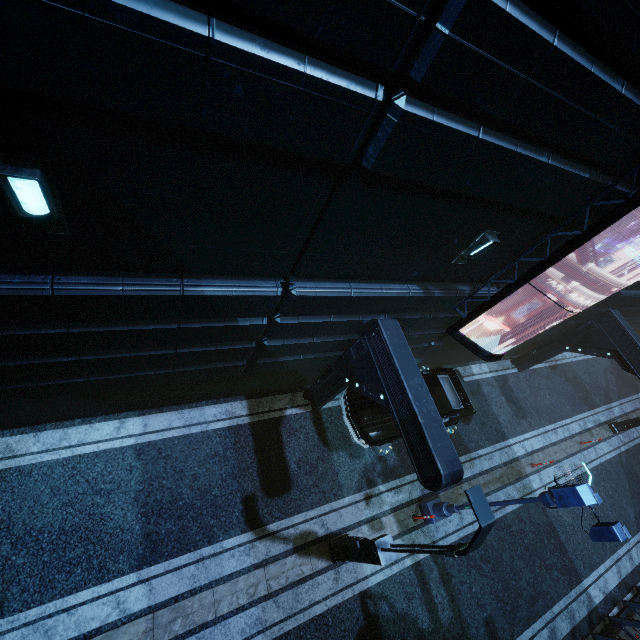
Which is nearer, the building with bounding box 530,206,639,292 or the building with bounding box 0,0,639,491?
the building with bounding box 0,0,639,491

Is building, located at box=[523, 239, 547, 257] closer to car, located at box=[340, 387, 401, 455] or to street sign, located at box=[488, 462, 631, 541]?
car, located at box=[340, 387, 401, 455]

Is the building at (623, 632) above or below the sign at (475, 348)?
below

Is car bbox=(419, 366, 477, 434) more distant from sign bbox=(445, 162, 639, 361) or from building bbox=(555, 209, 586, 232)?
sign bbox=(445, 162, 639, 361)

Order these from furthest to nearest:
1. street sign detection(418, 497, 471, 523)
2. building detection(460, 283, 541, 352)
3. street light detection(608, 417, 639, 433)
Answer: street light detection(608, 417, 639, 433)
street sign detection(418, 497, 471, 523)
building detection(460, 283, 541, 352)

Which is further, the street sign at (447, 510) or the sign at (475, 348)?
the street sign at (447, 510)

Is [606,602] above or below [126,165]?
below
